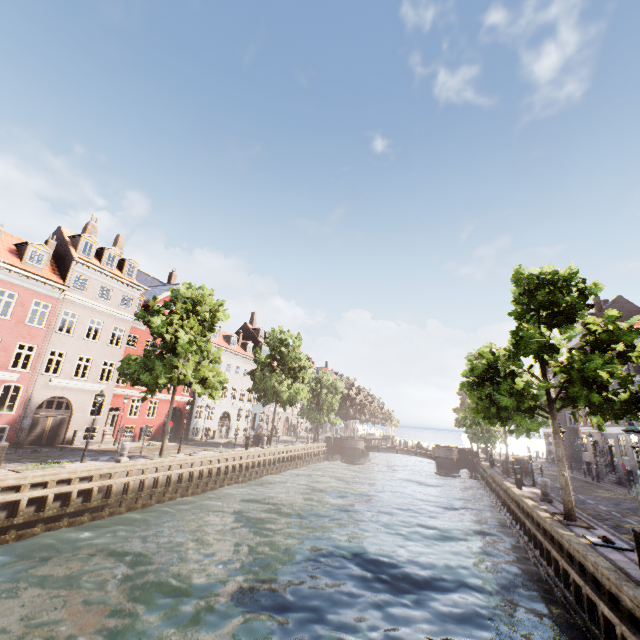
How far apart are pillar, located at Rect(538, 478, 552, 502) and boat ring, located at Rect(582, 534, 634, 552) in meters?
6.2 m

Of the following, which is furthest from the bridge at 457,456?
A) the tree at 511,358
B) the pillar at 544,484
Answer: the pillar at 544,484

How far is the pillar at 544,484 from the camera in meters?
16.5

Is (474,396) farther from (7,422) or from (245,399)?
(245,399)

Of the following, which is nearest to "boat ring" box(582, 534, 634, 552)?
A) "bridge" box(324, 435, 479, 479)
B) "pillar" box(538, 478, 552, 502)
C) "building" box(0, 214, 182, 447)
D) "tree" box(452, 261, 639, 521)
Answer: "tree" box(452, 261, 639, 521)

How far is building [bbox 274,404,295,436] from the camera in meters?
53.7 m

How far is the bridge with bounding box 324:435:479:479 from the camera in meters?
40.8

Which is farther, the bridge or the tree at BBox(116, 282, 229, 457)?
the bridge
